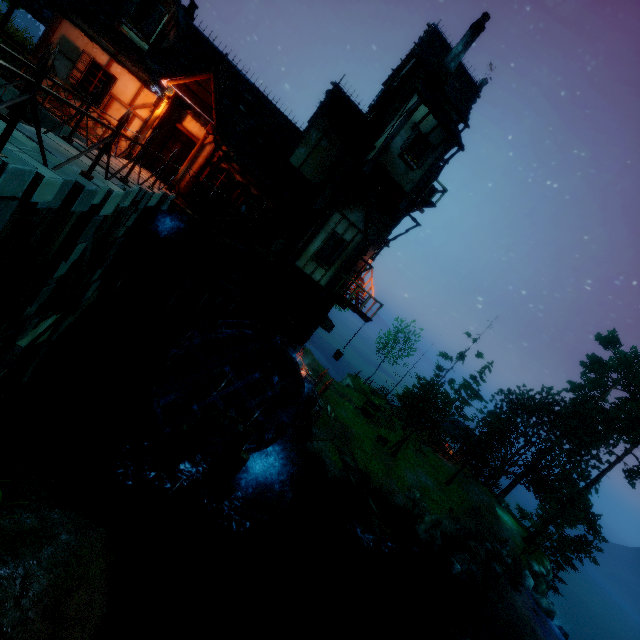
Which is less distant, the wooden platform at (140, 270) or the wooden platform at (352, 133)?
the wooden platform at (140, 270)

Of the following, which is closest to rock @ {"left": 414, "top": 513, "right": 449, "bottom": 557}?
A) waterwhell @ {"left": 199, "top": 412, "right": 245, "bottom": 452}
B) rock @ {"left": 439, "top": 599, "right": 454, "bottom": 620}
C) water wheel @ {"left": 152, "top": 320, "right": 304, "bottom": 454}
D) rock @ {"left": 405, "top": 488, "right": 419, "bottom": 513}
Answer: rock @ {"left": 405, "top": 488, "right": 419, "bottom": 513}

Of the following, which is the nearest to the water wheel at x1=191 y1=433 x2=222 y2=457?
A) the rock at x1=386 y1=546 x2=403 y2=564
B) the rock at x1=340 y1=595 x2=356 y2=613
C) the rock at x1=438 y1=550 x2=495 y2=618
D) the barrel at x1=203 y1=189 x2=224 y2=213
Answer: the barrel at x1=203 y1=189 x2=224 y2=213

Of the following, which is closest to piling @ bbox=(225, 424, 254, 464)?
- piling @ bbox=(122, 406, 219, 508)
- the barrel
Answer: piling @ bbox=(122, 406, 219, 508)

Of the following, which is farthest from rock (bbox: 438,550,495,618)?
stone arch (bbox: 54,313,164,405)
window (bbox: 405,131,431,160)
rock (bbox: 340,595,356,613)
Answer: window (bbox: 405,131,431,160)

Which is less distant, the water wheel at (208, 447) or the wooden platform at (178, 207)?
the wooden platform at (178, 207)

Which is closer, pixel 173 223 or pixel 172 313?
pixel 173 223

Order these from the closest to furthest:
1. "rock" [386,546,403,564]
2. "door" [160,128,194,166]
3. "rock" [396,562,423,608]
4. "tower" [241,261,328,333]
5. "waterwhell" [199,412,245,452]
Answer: "waterwhell" [199,412,245,452], "door" [160,128,194,166], "tower" [241,261,328,333], "rock" [396,562,423,608], "rock" [386,546,403,564]
